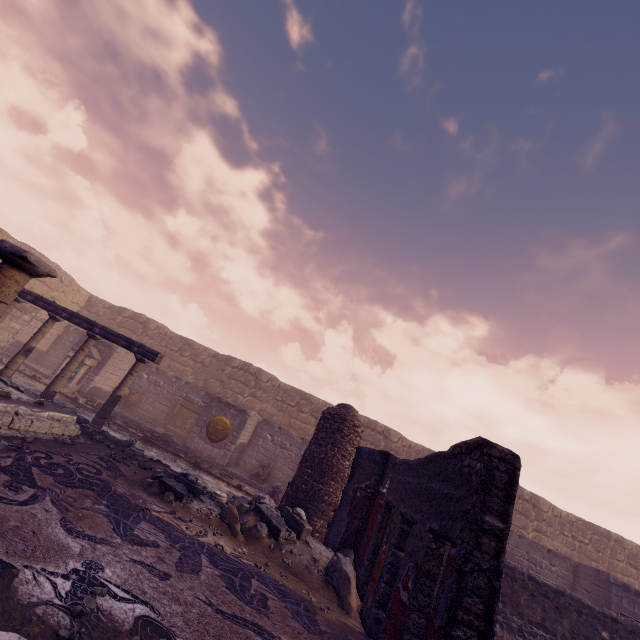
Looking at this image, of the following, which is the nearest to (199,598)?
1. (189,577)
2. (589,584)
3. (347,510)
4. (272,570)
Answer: (189,577)

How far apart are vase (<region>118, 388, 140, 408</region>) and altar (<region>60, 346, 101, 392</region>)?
1.9m

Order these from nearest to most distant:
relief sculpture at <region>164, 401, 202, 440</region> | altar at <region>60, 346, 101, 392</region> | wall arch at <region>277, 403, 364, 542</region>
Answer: wall arch at <region>277, 403, 364, 542</region> < altar at <region>60, 346, 101, 392</region> < relief sculpture at <region>164, 401, 202, 440</region>

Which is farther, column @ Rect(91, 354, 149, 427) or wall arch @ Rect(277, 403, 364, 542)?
column @ Rect(91, 354, 149, 427)

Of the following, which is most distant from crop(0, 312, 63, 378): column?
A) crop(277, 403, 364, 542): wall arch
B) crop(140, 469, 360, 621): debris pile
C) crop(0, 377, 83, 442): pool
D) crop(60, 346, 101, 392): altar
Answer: crop(277, 403, 364, 542): wall arch

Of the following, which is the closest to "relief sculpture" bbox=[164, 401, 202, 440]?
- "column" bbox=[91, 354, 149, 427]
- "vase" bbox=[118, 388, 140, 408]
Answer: "vase" bbox=[118, 388, 140, 408]

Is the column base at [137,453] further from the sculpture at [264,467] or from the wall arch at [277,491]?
the sculpture at [264,467]

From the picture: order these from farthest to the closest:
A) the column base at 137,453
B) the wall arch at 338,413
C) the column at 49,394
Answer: the column at 49,394
the column base at 137,453
the wall arch at 338,413
